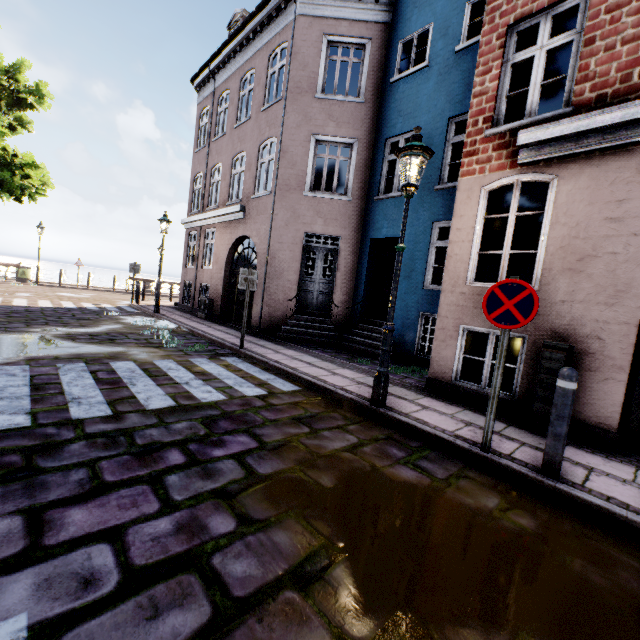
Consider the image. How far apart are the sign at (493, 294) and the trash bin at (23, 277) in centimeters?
2537cm

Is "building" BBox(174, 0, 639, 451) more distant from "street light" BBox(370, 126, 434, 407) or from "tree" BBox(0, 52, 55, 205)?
"tree" BBox(0, 52, 55, 205)

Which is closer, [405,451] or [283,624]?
[283,624]

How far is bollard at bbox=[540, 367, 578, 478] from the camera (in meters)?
3.17

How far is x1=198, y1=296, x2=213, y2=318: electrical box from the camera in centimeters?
1302cm

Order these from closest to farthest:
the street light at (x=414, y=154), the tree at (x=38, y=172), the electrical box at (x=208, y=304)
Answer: the street light at (x=414, y=154) < the tree at (x=38, y=172) < the electrical box at (x=208, y=304)

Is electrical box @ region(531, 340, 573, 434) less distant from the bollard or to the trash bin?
the bollard

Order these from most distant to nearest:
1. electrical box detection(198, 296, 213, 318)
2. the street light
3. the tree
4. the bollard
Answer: A:
electrical box detection(198, 296, 213, 318)
the tree
the street light
the bollard
